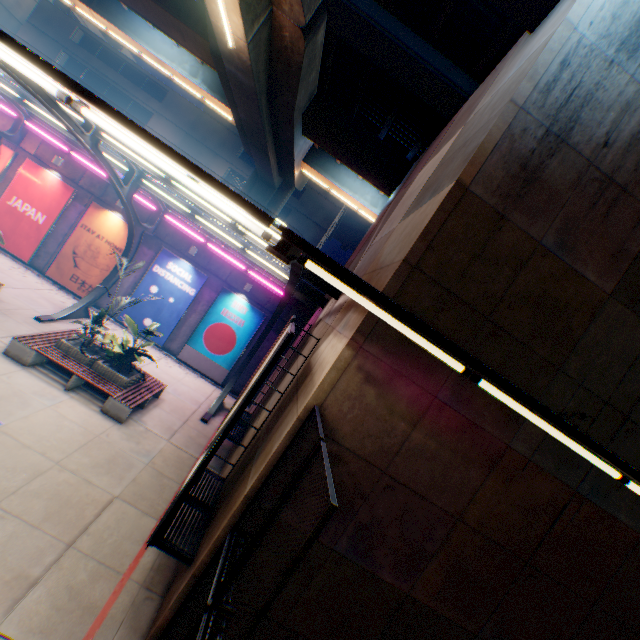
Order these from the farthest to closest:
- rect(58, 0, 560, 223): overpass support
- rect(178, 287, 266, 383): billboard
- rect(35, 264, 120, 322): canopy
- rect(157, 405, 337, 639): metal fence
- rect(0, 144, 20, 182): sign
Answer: rect(178, 287, 266, 383): billboard < rect(0, 144, 20, 182): sign < rect(35, 264, 120, 322): canopy < rect(58, 0, 560, 223): overpass support < rect(157, 405, 337, 639): metal fence

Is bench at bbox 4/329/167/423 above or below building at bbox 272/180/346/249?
below

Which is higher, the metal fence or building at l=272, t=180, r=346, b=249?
building at l=272, t=180, r=346, b=249

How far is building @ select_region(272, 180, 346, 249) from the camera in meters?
36.8

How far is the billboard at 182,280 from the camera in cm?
1614

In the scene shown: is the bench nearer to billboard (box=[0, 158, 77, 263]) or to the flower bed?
the flower bed

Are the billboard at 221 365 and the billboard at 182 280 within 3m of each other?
yes

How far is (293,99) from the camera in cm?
1387
